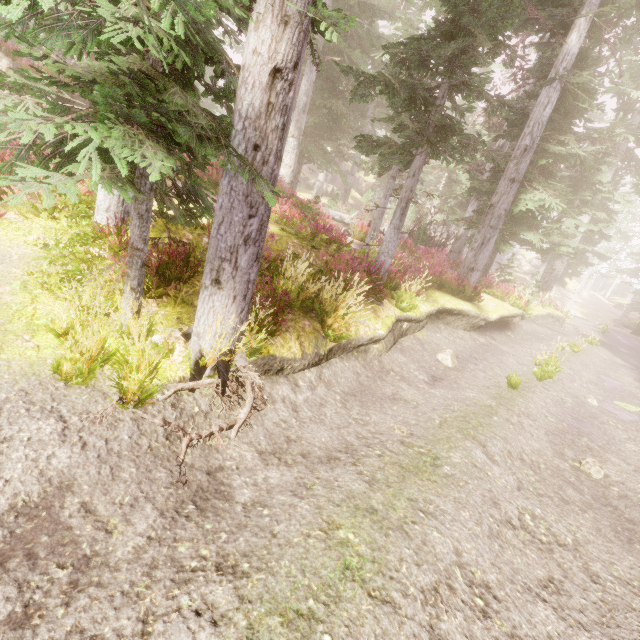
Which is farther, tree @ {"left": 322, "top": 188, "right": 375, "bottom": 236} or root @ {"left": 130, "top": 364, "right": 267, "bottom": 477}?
tree @ {"left": 322, "top": 188, "right": 375, "bottom": 236}

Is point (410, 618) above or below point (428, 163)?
below

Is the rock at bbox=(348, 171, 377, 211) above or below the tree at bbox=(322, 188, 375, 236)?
above

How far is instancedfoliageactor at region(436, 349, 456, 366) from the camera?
9.51m

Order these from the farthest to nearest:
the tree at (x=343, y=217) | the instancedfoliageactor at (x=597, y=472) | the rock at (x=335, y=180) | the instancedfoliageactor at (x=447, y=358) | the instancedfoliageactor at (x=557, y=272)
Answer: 1. the rock at (x=335, y=180)
2. the tree at (x=343, y=217)
3. the instancedfoliageactor at (x=447, y=358)
4. the instancedfoliageactor at (x=597, y=472)
5. the instancedfoliageactor at (x=557, y=272)

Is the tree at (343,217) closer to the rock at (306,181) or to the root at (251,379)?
the root at (251,379)

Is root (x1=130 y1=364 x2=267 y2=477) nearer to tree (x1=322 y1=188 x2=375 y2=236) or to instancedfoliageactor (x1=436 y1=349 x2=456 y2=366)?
instancedfoliageactor (x1=436 y1=349 x2=456 y2=366)

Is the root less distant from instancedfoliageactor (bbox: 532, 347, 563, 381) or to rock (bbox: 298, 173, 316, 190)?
instancedfoliageactor (bbox: 532, 347, 563, 381)
